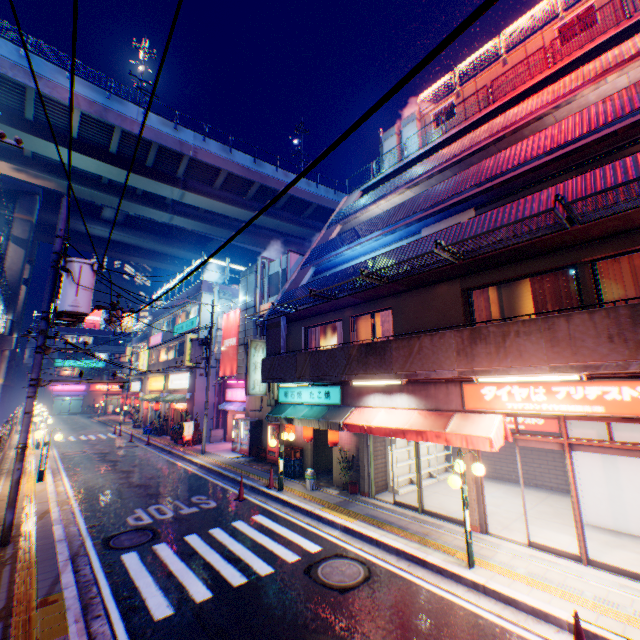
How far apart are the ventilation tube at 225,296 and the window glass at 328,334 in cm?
1308

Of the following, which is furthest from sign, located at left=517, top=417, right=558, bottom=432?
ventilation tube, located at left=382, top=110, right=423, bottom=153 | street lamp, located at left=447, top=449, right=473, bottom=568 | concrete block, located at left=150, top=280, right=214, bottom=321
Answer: concrete block, located at left=150, top=280, right=214, bottom=321

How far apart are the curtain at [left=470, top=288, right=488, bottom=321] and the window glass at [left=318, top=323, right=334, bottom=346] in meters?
6.0

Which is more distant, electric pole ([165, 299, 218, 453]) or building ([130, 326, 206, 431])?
building ([130, 326, 206, 431])

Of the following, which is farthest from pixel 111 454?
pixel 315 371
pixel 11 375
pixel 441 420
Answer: pixel 11 375

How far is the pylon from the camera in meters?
14.9

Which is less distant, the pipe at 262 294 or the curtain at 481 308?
the curtain at 481 308

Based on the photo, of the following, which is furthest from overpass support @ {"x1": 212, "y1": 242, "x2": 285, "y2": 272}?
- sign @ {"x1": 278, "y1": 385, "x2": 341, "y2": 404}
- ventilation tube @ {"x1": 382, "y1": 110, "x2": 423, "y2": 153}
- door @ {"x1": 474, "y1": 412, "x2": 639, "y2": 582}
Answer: ventilation tube @ {"x1": 382, "y1": 110, "x2": 423, "y2": 153}
